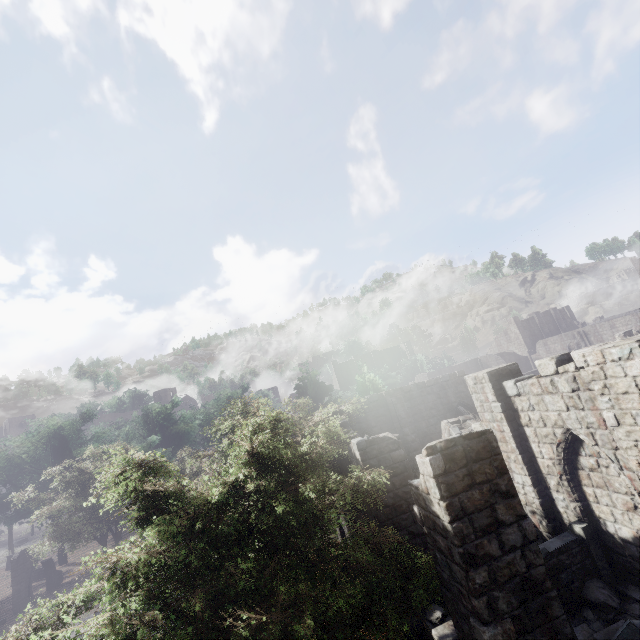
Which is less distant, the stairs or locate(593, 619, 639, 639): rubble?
locate(593, 619, 639, 639): rubble

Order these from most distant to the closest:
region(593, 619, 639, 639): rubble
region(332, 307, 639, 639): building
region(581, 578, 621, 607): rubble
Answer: region(581, 578, 621, 607): rubble → region(593, 619, 639, 639): rubble → region(332, 307, 639, 639): building

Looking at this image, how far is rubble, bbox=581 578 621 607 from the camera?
7.86m

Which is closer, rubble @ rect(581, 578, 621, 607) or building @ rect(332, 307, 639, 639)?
building @ rect(332, 307, 639, 639)

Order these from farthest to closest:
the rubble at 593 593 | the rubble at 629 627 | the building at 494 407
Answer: the rubble at 593 593 < the rubble at 629 627 < the building at 494 407

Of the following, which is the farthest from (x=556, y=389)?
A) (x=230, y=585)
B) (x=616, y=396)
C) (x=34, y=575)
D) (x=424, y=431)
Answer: (x=34, y=575)

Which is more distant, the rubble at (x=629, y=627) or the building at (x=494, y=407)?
the rubble at (x=629, y=627)
